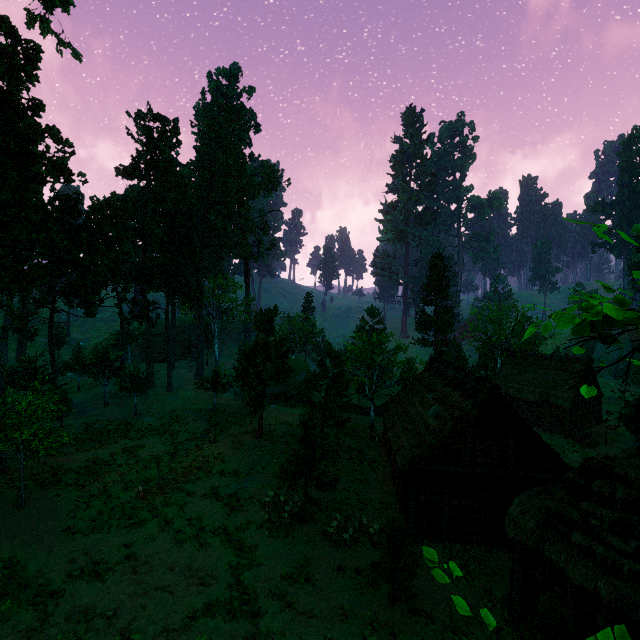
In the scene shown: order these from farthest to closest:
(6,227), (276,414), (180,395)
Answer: (180,395) → (276,414) → (6,227)

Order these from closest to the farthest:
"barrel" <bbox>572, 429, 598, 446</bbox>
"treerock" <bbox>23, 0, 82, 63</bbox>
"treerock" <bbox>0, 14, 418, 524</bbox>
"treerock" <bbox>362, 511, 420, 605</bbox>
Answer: "treerock" <bbox>362, 511, 420, 605</bbox> < "treerock" <bbox>0, 14, 418, 524</bbox> < "treerock" <bbox>23, 0, 82, 63</bbox> < "barrel" <bbox>572, 429, 598, 446</bbox>

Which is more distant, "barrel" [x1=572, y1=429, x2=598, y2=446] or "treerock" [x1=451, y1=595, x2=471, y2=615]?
"barrel" [x1=572, y1=429, x2=598, y2=446]

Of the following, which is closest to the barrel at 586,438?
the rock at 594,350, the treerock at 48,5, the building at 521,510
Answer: the treerock at 48,5

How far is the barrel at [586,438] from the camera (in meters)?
29.72

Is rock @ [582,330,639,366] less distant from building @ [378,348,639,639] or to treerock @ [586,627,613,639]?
treerock @ [586,627,613,639]

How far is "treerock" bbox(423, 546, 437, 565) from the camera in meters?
3.7
